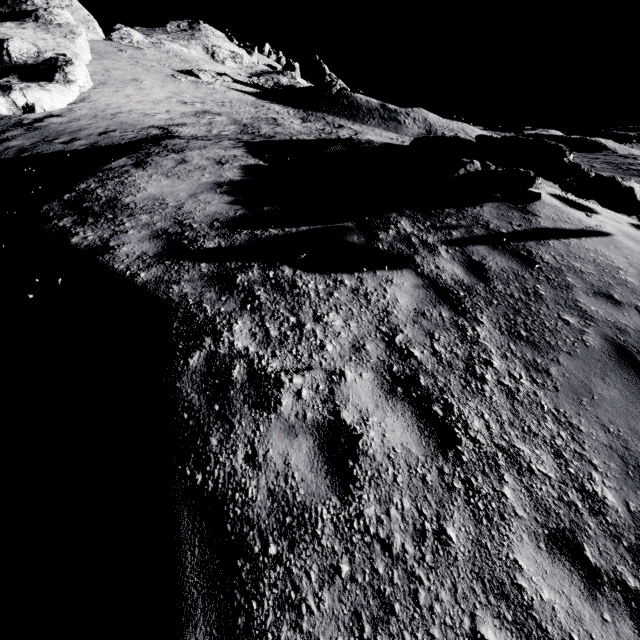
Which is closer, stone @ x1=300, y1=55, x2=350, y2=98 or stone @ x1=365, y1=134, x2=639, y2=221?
stone @ x1=365, y1=134, x2=639, y2=221

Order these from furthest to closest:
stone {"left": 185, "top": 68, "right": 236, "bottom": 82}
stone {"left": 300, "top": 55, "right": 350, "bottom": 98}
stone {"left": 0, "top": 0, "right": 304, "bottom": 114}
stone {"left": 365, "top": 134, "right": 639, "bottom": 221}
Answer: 1. stone {"left": 300, "top": 55, "right": 350, "bottom": 98}
2. stone {"left": 185, "top": 68, "right": 236, "bottom": 82}
3. stone {"left": 0, "top": 0, "right": 304, "bottom": 114}
4. stone {"left": 365, "top": 134, "right": 639, "bottom": 221}

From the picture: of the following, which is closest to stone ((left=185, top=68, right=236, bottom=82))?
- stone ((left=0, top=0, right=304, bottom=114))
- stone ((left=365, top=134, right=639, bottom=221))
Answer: stone ((left=0, top=0, right=304, bottom=114))

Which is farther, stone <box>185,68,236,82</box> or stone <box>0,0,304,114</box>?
stone <box>185,68,236,82</box>

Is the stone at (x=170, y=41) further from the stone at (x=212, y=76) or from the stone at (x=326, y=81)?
the stone at (x=326, y=81)

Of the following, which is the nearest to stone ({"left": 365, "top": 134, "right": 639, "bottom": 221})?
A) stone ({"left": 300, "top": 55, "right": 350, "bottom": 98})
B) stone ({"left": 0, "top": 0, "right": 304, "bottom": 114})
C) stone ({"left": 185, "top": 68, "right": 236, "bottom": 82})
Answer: stone ({"left": 0, "top": 0, "right": 304, "bottom": 114})

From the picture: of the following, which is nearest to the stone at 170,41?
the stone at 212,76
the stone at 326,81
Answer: the stone at 212,76

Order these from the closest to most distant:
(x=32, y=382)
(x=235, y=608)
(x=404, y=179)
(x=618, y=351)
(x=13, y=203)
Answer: (x=235, y=608)
(x=32, y=382)
(x=618, y=351)
(x=13, y=203)
(x=404, y=179)
